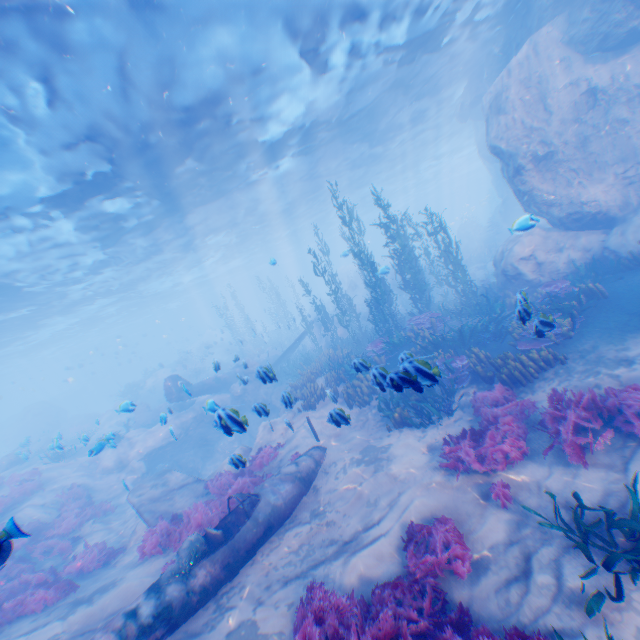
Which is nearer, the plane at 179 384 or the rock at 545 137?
the rock at 545 137

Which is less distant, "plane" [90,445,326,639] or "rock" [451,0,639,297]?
"plane" [90,445,326,639]

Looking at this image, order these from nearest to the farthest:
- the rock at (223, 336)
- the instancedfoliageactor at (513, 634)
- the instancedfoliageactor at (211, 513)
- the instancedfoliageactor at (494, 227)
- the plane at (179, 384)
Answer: the instancedfoliageactor at (513, 634) → the instancedfoliageactor at (211, 513) → the plane at (179, 384) → the instancedfoliageactor at (494, 227) → the rock at (223, 336)

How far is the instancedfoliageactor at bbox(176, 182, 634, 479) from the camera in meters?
7.1 m

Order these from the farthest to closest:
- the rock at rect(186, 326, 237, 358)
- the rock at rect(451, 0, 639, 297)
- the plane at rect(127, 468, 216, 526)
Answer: the rock at rect(186, 326, 237, 358) < the rock at rect(451, 0, 639, 297) < the plane at rect(127, 468, 216, 526)

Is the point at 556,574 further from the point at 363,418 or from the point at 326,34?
the point at 326,34
